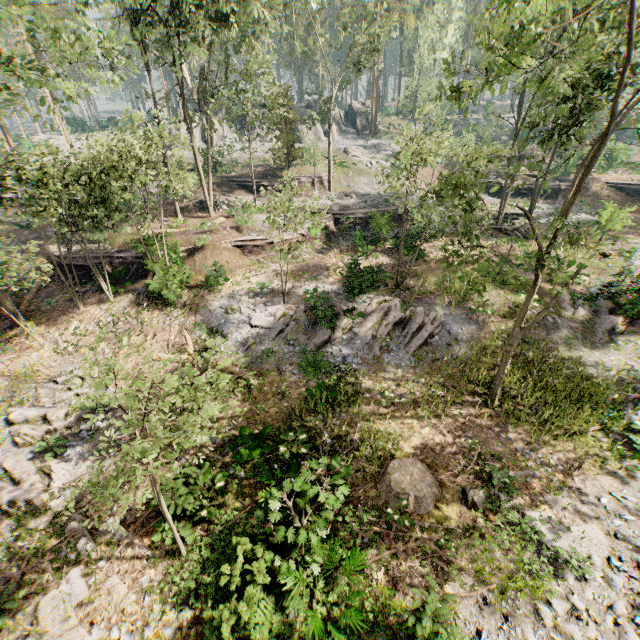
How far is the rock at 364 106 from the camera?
52.31m

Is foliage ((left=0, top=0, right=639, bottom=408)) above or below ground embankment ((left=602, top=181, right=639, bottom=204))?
above

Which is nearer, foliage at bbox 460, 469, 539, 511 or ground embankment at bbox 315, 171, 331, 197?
foliage at bbox 460, 469, 539, 511

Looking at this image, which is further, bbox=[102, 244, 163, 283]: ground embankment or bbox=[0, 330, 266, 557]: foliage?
bbox=[102, 244, 163, 283]: ground embankment

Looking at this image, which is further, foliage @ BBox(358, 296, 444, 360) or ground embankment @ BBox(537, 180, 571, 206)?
ground embankment @ BBox(537, 180, 571, 206)

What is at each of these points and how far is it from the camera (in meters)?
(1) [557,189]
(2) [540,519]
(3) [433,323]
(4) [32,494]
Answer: (1) ground embankment, 37.06
(2) foliage, 9.52
(3) foliage, 17.59
(4) foliage, 10.57

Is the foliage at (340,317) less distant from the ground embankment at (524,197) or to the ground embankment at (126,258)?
the ground embankment at (126,258)
